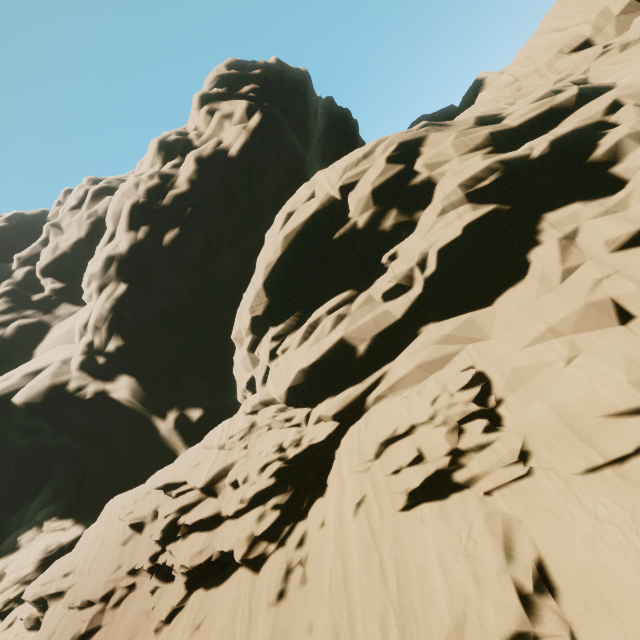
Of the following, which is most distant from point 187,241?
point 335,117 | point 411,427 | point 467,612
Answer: point 335,117
